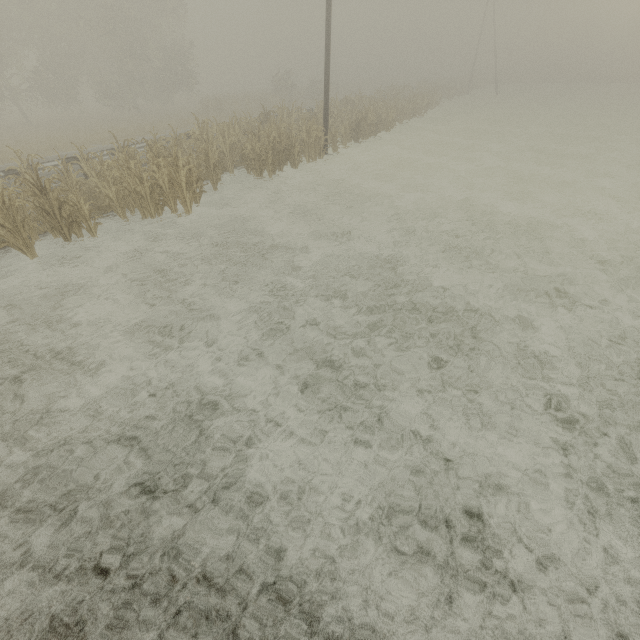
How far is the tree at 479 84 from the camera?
48.9 meters

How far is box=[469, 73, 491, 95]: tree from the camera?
48.9m

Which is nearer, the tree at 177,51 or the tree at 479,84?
the tree at 177,51

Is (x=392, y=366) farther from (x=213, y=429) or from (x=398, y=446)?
(x=213, y=429)

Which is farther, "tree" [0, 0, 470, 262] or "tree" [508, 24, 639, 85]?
"tree" [508, 24, 639, 85]
